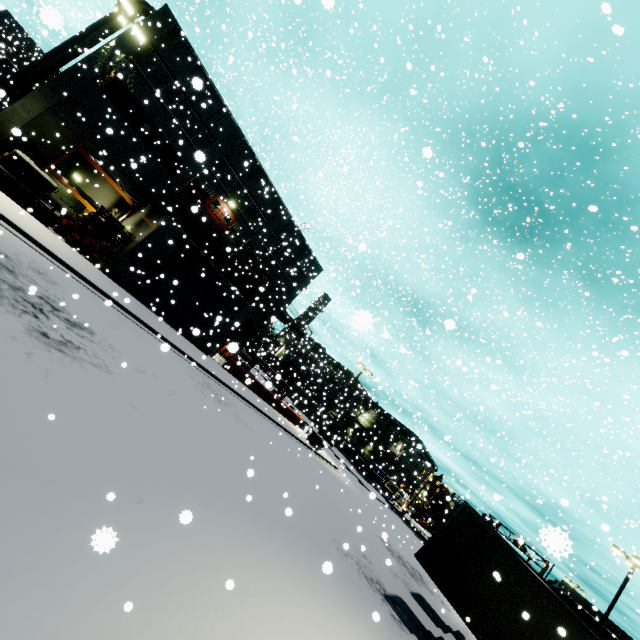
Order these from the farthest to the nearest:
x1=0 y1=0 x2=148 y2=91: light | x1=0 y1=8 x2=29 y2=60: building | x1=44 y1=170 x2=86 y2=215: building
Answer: x1=0 y1=8 x2=29 y2=60: building
x1=44 y1=170 x2=86 y2=215: building
x1=0 y1=0 x2=148 y2=91: light

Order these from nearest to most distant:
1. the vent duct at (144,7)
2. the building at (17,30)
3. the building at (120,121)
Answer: the building at (120,121) → the vent duct at (144,7) → the building at (17,30)

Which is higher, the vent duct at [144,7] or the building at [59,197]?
the vent duct at [144,7]

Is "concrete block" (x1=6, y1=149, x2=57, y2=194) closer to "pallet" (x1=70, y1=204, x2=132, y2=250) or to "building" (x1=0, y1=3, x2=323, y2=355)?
"pallet" (x1=70, y1=204, x2=132, y2=250)

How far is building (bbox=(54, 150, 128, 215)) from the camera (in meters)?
21.53

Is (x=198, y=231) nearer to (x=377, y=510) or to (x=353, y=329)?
(x=353, y=329)

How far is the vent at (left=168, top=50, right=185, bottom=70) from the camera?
22.5 meters

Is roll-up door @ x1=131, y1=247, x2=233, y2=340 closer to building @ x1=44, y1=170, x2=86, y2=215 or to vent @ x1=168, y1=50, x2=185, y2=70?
building @ x1=44, y1=170, x2=86, y2=215
